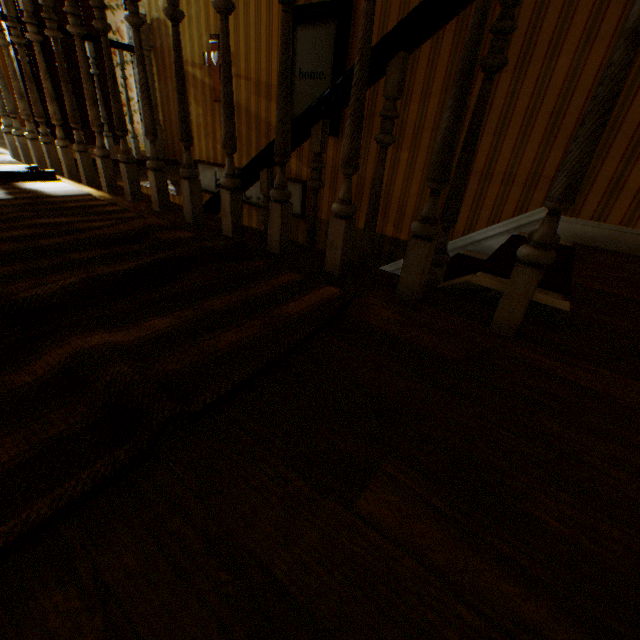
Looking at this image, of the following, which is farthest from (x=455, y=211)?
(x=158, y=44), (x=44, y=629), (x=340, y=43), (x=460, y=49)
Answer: (x=158, y=44)

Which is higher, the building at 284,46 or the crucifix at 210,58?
the crucifix at 210,58

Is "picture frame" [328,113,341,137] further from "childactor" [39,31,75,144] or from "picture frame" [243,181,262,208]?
"childactor" [39,31,75,144]

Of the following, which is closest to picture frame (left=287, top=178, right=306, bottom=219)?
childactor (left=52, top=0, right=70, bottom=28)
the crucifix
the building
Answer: the building

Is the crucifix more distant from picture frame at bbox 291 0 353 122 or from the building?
picture frame at bbox 291 0 353 122

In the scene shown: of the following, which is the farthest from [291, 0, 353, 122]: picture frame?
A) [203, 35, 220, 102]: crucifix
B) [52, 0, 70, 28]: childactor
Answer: [52, 0, 70, 28]: childactor

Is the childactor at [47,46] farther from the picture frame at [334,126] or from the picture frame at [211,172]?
the picture frame at [334,126]

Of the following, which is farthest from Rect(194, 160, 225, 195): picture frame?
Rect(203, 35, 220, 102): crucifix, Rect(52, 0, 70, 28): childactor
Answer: Rect(52, 0, 70, 28): childactor
